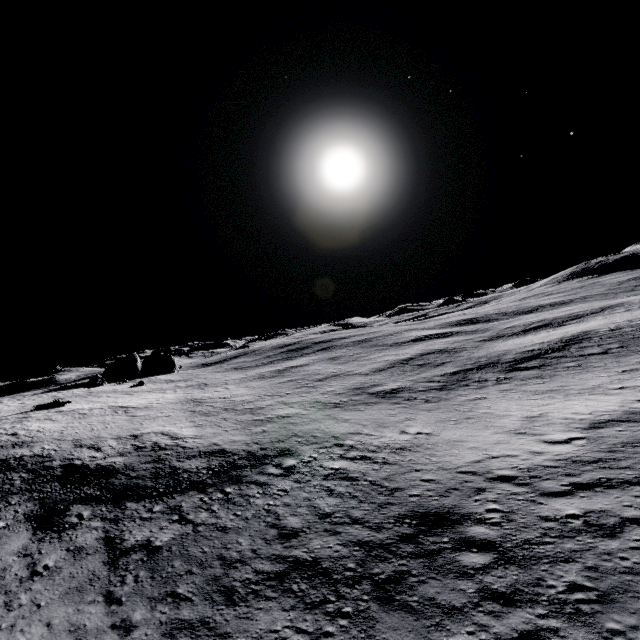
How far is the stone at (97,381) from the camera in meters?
51.9 m

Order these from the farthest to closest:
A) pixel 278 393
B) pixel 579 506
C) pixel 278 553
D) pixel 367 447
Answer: pixel 278 393, pixel 367 447, pixel 278 553, pixel 579 506

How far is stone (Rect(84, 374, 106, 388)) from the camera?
51.9 meters
